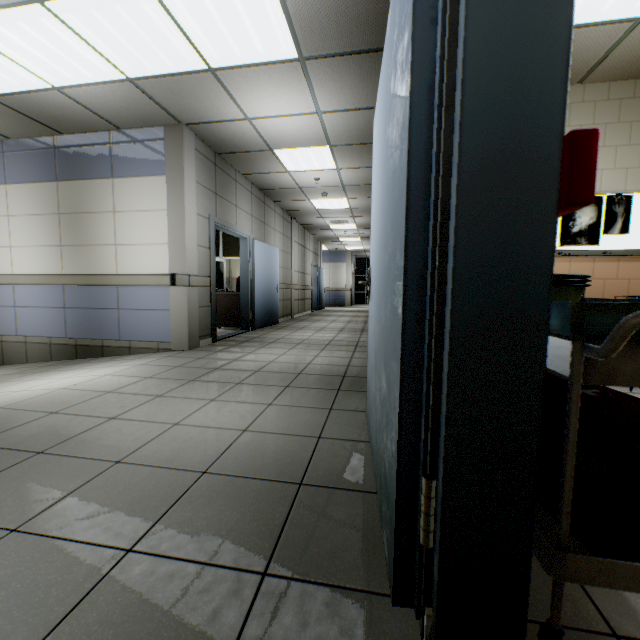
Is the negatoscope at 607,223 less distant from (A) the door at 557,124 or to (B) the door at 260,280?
(A) the door at 557,124

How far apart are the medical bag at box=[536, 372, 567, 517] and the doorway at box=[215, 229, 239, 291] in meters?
9.6

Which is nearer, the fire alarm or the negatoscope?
the fire alarm

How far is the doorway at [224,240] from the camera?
10.7m

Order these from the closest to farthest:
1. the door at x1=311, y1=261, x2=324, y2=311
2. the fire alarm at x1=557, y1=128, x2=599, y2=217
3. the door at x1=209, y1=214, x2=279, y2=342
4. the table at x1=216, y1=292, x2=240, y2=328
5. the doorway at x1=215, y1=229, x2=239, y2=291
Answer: the fire alarm at x1=557, y1=128, x2=599, y2=217 → the door at x1=209, y1=214, x2=279, y2=342 → the table at x1=216, y1=292, x2=240, y2=328 → the doorway at x1=215, y1=229, x2=239, y2=291 → the door at x1=311, y1=261, x2=324, y2=311

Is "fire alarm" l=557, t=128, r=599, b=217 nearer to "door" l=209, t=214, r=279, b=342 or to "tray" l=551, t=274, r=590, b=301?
"tray" l=551, t=274, r=590, b=301

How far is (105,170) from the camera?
4.91m

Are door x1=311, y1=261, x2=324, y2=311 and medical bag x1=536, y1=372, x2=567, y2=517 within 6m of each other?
no
